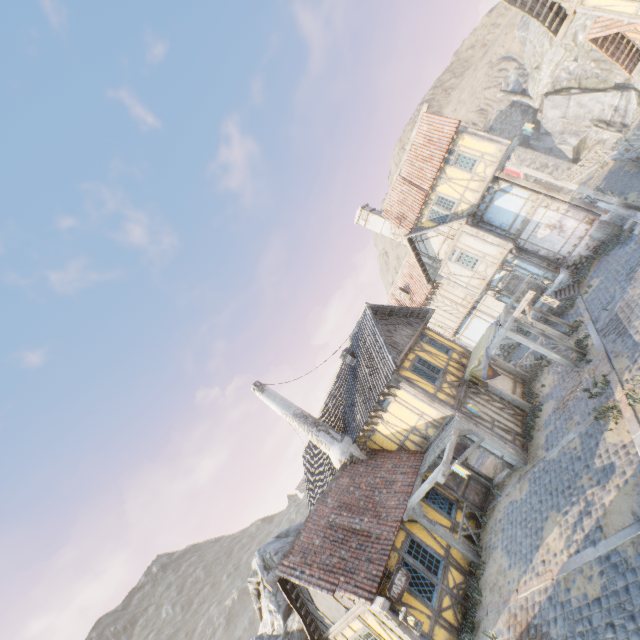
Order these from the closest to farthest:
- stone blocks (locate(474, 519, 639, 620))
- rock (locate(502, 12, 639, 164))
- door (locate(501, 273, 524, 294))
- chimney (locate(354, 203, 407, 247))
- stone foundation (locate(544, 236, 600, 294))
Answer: stone blocks (locate(474, 519, 639, 620)) < stone foundation (locate(544, 236, 600, 294)) < door (locate(501, 273, 524, 294)) < chimney (locate(354, 203, 407, 247)) < rock (locate(502, 12, 639, 164))

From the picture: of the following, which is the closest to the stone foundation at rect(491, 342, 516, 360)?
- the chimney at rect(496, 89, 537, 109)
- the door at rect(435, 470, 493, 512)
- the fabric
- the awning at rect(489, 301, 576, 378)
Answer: the awning at rect(489, 301, 576, 378)

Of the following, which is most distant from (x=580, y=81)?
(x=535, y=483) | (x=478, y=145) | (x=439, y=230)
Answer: (x=535, y=483)

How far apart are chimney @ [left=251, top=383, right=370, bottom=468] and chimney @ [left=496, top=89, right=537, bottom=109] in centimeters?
5490cm

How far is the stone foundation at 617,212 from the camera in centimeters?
1666cm

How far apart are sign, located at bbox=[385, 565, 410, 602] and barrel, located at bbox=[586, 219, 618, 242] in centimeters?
1814cm

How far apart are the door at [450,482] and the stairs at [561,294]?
9.9 meters

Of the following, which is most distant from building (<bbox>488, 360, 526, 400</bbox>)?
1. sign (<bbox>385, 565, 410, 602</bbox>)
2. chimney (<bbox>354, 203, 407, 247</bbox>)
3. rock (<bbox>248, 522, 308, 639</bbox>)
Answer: chimney (<bbox>354, 203, 407, 247</bbox>)
